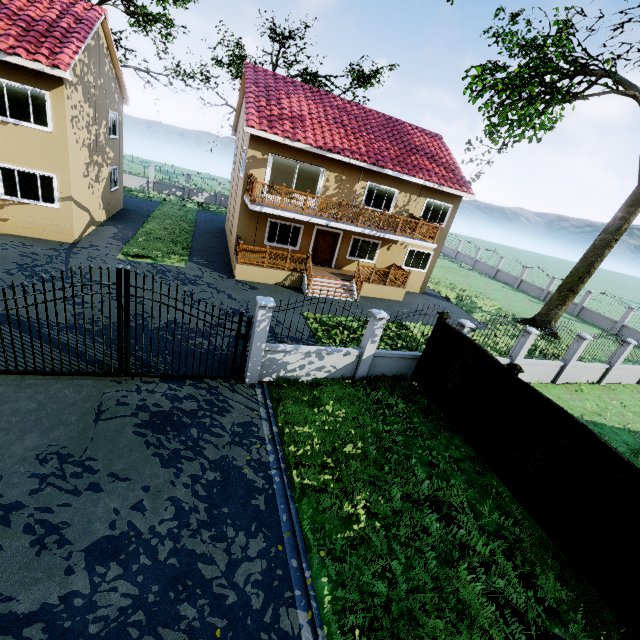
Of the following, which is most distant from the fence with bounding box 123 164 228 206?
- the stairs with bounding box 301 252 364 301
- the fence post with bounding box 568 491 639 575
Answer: the stairs with bounding box 301 252 364 301

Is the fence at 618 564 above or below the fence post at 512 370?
below

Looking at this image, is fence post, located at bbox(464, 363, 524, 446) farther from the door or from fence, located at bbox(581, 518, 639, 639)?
the door

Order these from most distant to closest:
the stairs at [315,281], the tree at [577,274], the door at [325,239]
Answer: the door at [325,239] → the tree at [577,274] → the stairs at [315,281]

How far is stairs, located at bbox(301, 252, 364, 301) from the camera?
16.4m

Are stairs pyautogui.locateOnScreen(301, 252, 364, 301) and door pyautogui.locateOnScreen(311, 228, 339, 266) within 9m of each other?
yes

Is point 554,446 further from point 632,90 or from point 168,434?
point 632,90

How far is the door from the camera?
18.3 meters
